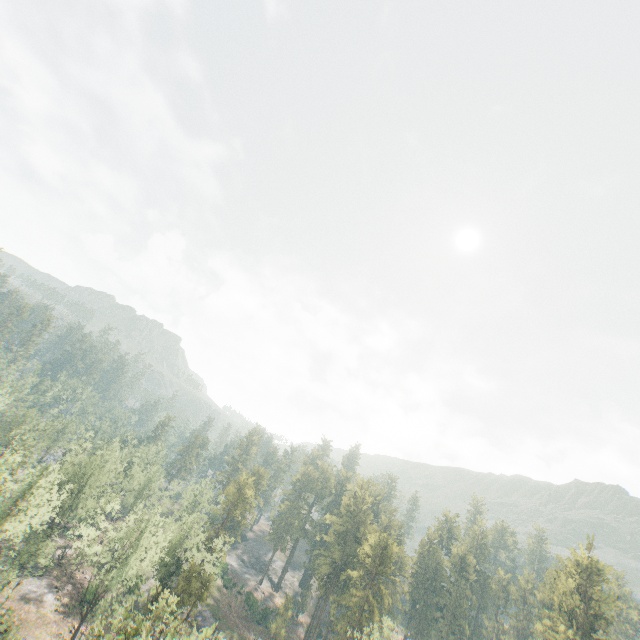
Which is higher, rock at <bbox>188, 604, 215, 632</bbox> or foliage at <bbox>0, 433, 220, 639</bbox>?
foliage at <bbox>0, 433, 220, 639</bbox>

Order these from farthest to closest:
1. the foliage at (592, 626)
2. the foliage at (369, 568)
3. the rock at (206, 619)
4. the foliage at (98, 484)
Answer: the rock at (206, 619) < the foliage at (592, 626) < the foliage at (369, 568) < the foliage at (98, 484)

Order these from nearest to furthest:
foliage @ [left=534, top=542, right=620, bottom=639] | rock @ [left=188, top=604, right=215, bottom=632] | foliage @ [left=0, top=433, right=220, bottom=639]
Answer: foliage @ [left=0, top=433, right=220, bottom=639] → foliage @ [left=534, top=542, right=620, bottom=639] → rock @ [left=188, top=604, right=215, bottom=632]

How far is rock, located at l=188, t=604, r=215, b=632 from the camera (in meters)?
55.38

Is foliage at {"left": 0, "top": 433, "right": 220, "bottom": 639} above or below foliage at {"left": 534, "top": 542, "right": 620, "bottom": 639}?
below

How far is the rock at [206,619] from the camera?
55.38m

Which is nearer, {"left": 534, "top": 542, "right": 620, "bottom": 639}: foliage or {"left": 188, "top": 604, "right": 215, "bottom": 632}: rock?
{"left": 534, "top": 542, "right": 620, "bottom": 639}: foliage

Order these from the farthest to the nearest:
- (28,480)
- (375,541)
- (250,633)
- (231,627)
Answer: (250,633), (231,627), (375,541), (28,480)
